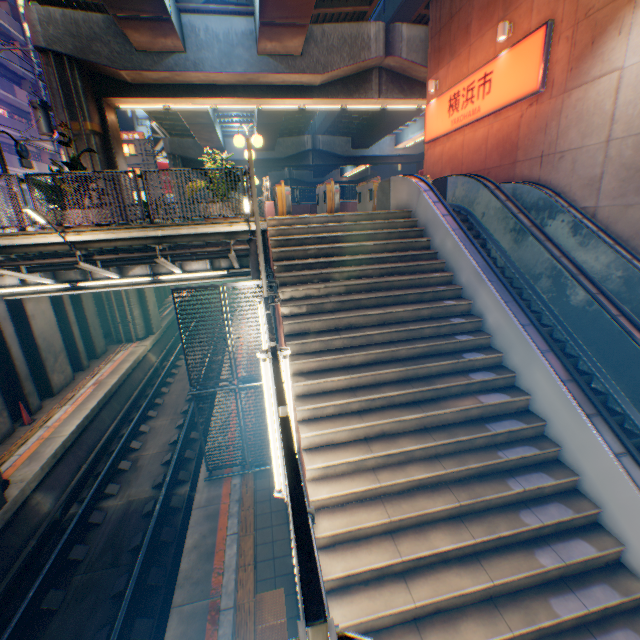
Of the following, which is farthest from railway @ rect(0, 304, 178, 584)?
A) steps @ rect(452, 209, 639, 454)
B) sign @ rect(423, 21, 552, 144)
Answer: sign @ rect(423, 21, 552, 144)

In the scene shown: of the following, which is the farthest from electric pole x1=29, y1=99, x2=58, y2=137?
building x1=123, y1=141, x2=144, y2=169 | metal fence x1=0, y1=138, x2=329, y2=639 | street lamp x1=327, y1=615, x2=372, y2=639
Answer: building x1=123, y1=141, x2=144, y2=169

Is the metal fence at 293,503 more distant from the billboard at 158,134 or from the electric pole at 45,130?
the billboard at 158,134

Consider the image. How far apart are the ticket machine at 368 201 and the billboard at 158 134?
43.48m

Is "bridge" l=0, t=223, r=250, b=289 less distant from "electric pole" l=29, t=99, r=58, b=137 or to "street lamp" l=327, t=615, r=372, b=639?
"street lamp" l=327, t=615, r=372, b=639

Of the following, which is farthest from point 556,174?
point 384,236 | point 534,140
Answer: point 384,236

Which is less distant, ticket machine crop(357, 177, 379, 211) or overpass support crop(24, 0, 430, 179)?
ticket machine crop(357, 177, 379, 211)

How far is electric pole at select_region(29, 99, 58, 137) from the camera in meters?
17.7 m
